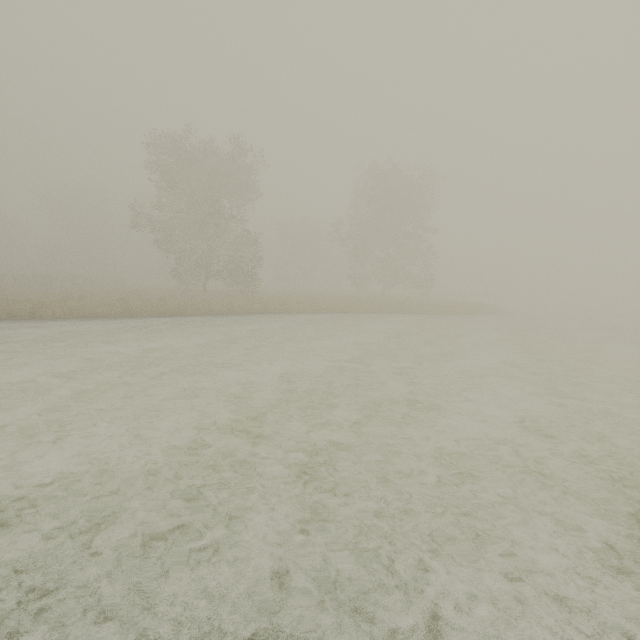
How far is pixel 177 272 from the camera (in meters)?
31.05
